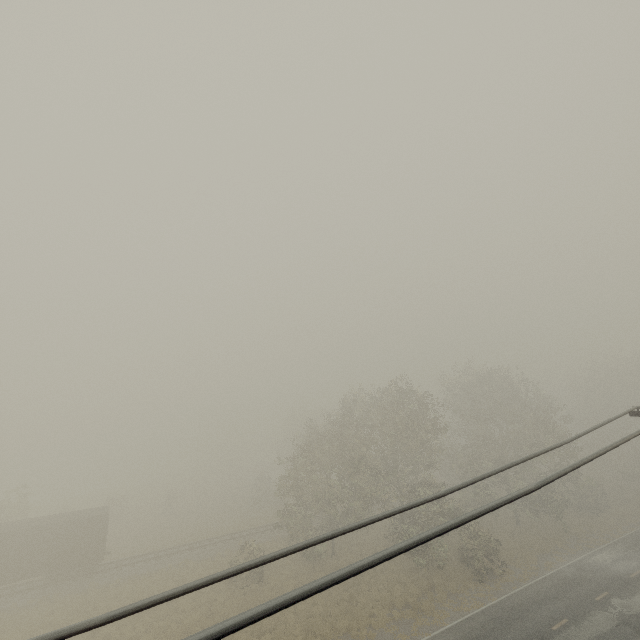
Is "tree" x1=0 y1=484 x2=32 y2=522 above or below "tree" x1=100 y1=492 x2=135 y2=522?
above

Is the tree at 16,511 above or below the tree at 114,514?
above

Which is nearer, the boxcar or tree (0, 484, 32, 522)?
the boxcar

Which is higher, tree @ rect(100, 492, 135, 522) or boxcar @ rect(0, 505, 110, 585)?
boxcar @ rect(0, 505, 110, 585)

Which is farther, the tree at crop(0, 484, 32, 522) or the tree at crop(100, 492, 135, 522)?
the tree at crop(100, 492, 135, 522)

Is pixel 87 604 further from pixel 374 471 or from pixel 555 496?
pixel 555 496

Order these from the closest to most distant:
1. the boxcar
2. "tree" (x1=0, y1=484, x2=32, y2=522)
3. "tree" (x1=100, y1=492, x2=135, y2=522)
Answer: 1. the boxcar
2. "tree" (x1=0, y1=484, x2=32, y2=522)
3. "tree" (x1=100, y1=492, x2=135, y2=522)

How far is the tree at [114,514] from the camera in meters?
43.7
